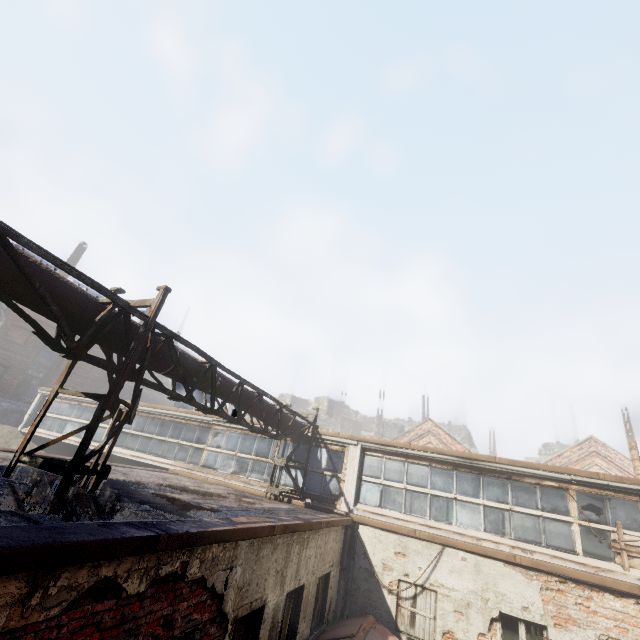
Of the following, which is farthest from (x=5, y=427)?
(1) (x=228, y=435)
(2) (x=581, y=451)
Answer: (2) (x=581, y=451)

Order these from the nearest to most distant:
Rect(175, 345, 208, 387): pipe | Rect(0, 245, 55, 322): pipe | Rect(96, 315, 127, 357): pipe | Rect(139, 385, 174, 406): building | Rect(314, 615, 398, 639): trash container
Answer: Rect(0, 245, 55, 322): pipe, Rect(96, 315, 127, 357): pipe, Rect(175, 345, 208, 387): pipe, Rect(314, 615, 398, 639): trash container, Rect(139, 385, 174, 406): building

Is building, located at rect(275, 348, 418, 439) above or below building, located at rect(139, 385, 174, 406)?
above

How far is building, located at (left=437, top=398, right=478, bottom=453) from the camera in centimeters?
5619cm

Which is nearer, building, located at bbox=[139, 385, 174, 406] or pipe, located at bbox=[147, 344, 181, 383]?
pipe, located at bbox=[147, 344, 181, 383]

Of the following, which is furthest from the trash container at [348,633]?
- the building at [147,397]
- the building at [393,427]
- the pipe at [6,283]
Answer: the building at [393,427]

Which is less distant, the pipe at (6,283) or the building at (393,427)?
the pipe at (6,283)

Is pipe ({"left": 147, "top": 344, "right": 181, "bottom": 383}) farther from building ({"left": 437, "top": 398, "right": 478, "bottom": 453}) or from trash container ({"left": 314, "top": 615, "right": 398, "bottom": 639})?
building ({"left": 437, "top": 398, "right": 478, "bottom": 453})
